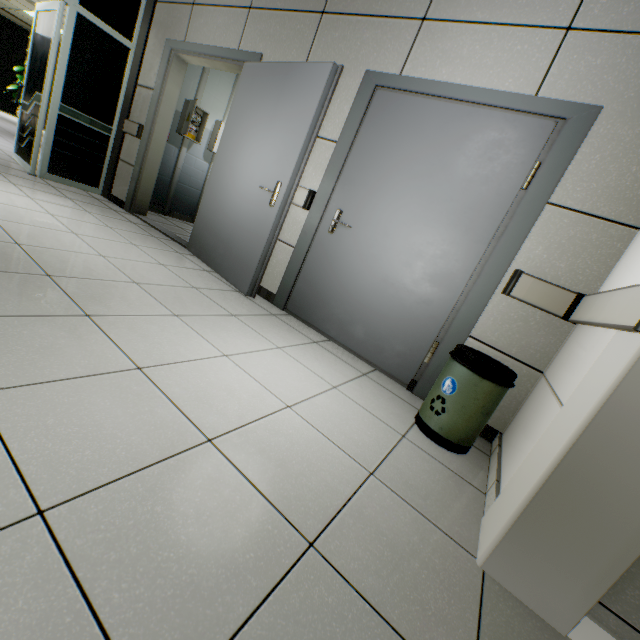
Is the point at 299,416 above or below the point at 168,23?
below

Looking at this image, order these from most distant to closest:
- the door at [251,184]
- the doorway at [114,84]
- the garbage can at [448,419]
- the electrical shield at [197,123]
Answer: the electrical shield at [197,123] < the doorway at [114,84] < the door at [251,184] < the garbage can at [448,419]

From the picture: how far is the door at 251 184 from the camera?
2.7m

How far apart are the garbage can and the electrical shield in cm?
530

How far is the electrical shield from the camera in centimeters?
499cm

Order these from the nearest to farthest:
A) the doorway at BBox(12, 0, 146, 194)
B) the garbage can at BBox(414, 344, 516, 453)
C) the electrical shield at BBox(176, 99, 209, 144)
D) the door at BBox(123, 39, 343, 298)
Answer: the garbage can at BBox(414, 344, 516, 453), the door at BBox(123, 39, 343, 298), the doorway at BBox(12, 0, 146, 194), the electrical shield at BBox(176, 99, 209, 144)

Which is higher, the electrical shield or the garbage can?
the electrical shield

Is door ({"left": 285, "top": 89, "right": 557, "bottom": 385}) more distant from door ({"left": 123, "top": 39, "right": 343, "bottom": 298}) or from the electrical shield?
the electrical shield
